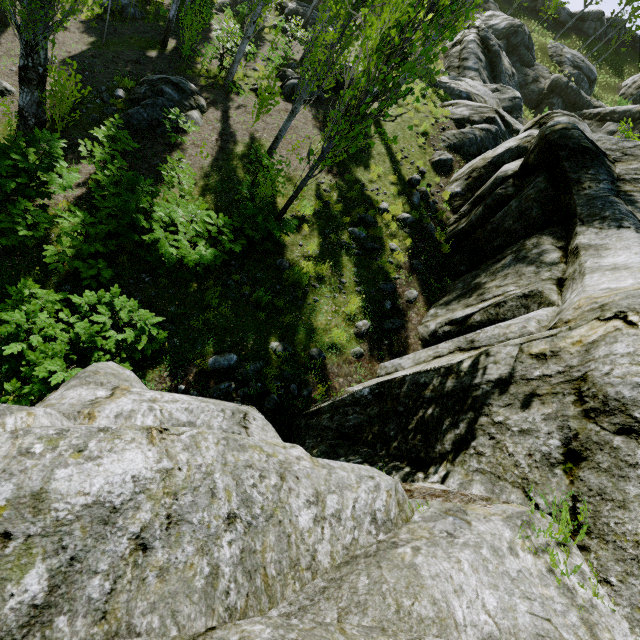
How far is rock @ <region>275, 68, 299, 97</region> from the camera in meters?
13.3 m

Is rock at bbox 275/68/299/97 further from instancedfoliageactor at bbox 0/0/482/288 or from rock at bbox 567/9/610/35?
rock at bbox 567/9/610/35

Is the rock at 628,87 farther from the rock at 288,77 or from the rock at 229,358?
the rock at 288,77

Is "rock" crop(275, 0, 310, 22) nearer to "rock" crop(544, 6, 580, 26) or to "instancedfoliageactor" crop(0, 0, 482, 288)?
"instancedfoliageactor" crop(0, 0, 482, 288)

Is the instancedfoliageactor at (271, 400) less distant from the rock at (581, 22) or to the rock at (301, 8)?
the rock at (301, 8)

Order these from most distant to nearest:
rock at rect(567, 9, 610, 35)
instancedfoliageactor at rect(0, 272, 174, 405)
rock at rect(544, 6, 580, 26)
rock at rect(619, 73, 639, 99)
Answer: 1. rock at rect(567, 9, 610, 35)
2. rock at rect(544, 6, 580, 26)
3. rock at rect(619, 73, 639, 99)
4. instancedfoliageactor at rect(0, 272, 174, 405)

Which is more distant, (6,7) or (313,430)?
(6,7)

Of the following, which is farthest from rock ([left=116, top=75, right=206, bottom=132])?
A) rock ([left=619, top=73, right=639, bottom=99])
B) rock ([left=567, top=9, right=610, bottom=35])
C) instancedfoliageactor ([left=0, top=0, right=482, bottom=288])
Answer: rock ([left=567, top=9, right=610, bottom=35])
